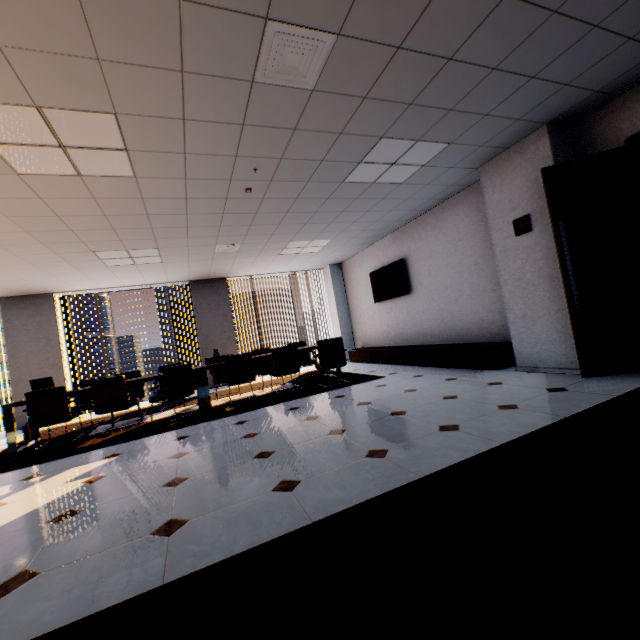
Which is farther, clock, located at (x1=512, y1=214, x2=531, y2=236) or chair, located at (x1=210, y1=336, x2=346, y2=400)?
chair, located at (x1=210, y1=336, x2=346, y2=400)

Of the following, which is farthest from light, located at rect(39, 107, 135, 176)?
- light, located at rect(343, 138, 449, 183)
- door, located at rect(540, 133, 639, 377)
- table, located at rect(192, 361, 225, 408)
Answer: door, located at rect(540, 133, 639, 377)

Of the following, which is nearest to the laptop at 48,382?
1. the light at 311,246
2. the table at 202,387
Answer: the table at 202,387

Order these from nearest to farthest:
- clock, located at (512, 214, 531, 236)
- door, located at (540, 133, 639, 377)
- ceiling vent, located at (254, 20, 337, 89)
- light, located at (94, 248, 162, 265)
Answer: ceiling vent, located at (254, 20, 337, 89), door, located at (540, 133, 639, 377), clock, located at (512, 214, 531, 236), light, located at (94, 248, 162, 265)

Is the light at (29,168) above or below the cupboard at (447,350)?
above

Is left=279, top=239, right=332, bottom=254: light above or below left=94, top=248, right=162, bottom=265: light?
above

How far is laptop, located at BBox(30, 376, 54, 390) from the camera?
5.25m

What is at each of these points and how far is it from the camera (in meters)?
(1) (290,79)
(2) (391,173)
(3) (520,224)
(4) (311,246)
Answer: (1) ceiling vent, 2.49
(2) light, 4.39
(3) clock, 4.22
(4) light, 7.40
